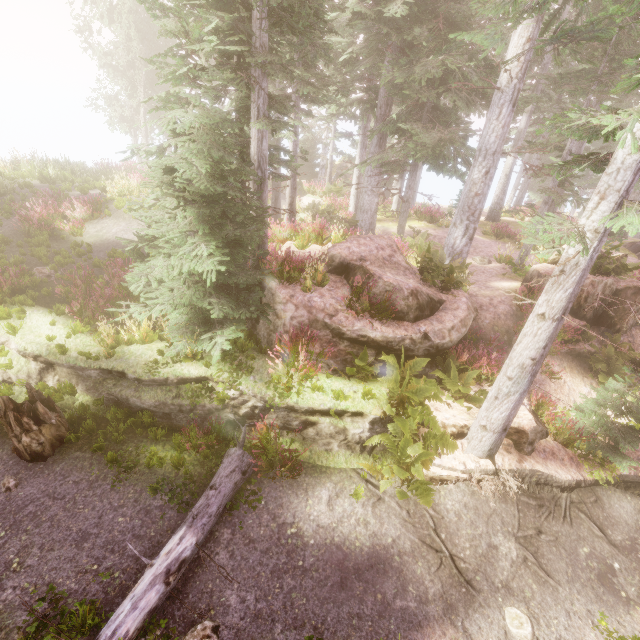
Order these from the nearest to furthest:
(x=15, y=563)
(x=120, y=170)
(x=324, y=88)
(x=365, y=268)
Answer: (x=15, y=563), (x=365, y=268), (x=324, y=88), (x=120, y=170)

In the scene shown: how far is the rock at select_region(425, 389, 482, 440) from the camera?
7.61m

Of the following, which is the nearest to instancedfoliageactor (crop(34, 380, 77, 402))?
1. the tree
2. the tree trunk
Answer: the tree

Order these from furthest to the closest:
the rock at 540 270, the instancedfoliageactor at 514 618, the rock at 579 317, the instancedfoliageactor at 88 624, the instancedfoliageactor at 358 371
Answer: the rock at 540 270, the rock at 579 317, the instancedfoliageactor at 358 371, the instancedfoliageactor at 514 618, the instancedfoliageactor at 88 624

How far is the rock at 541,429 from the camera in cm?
773

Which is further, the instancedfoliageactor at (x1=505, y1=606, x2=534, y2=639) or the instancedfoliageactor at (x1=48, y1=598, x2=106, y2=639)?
the instancedfoliageactor at (x1=505, y1=606, x2=534, y2=639)

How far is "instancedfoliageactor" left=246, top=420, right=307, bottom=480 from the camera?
6.8m
